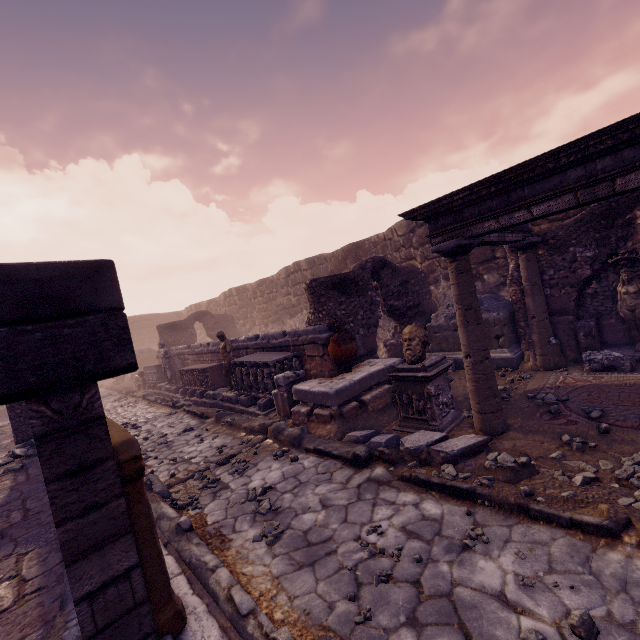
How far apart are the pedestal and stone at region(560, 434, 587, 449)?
1.47m

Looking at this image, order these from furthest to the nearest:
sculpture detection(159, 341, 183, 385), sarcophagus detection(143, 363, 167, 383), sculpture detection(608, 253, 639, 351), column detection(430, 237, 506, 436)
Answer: sarcophagus detection(143, 363, 167, 383)
sculpture detection(159, 341, 183, 385)
sculpture detection(608, 253, 639, 351)
column detection(430, 237, 506, 436)

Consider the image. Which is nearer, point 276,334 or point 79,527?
point 79,527

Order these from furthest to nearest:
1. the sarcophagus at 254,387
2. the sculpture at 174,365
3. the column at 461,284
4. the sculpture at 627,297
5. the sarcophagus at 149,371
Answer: the sarcophagus at 149,371, the sculpture at 174,365, the sarcophagus at 254,387, the sculpture at 627,297, the column at 461,284

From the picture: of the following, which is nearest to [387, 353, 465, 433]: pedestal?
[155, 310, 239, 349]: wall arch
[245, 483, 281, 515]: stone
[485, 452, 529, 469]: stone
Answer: [485, 452, 529, 469]: stone

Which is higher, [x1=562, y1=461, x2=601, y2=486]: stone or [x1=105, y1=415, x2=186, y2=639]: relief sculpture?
[x1=105, y1=415, x2=186, y2=639]: relief sculpture

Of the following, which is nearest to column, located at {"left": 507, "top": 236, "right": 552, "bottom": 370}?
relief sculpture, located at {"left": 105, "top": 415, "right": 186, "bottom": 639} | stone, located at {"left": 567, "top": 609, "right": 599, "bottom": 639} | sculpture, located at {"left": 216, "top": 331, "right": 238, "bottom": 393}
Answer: relief sculpture, located at {"left": 105, "top": 415, "right": 186, "bottom": 639}

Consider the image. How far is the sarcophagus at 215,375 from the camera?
10.56m
